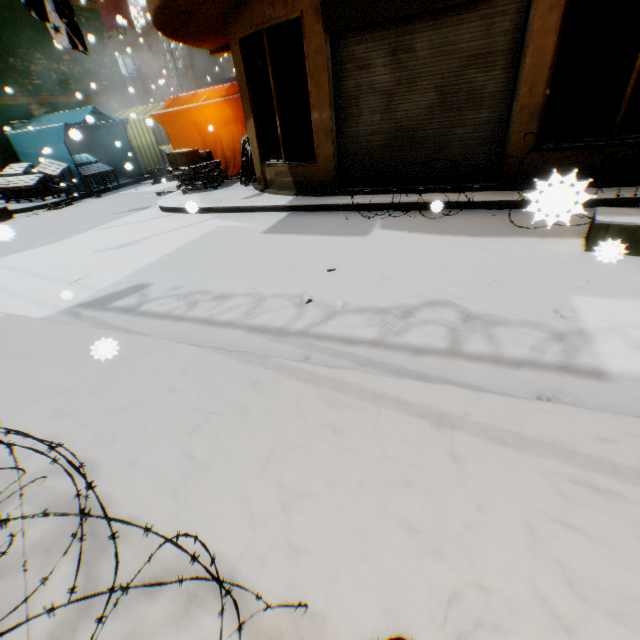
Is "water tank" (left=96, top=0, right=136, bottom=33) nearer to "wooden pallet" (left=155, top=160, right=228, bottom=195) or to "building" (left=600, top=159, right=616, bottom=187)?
"building" (left=600, top=159, right=616, bottom=187)

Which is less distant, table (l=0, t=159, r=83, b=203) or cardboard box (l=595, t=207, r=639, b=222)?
cardboard box (l=595, t=207, r=639, b=222)

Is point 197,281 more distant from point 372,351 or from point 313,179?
point 313,179

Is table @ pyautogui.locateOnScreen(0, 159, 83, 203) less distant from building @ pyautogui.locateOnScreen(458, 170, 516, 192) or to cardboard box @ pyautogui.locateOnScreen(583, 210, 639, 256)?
building @ pyautogui.locateOnScreen(458, 170, 516, 192)

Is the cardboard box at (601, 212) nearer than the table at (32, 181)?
Yes

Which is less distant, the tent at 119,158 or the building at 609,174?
the building at 609,174

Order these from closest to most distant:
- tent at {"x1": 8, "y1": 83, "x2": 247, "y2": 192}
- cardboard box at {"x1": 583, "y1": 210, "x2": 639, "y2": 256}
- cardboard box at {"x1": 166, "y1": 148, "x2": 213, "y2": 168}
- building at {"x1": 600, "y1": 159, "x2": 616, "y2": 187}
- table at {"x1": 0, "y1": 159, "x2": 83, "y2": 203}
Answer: cardboard box at {"x1": 583, "y1": 210, "x2": 639, "y2": 256} → building at {"x1": 600, "y1": 159, "x2": 616, "y2": 187} → cardboard box at {"x1": 166, "y1": 148, "x2": 213, "y2": 168} → tent at {"x1": 8, "y1": 83, "x2": 247, "y2": 192} → table at {"x1": 0, "y1": 159, "x2": 83, "y2": 203}

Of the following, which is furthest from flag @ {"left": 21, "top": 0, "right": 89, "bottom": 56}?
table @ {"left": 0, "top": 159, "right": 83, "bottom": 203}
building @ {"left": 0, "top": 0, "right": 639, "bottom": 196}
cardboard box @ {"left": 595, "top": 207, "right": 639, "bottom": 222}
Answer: cardboard box @ {"left": 595, "top": 207, "right": 639, "bottom": 222}
